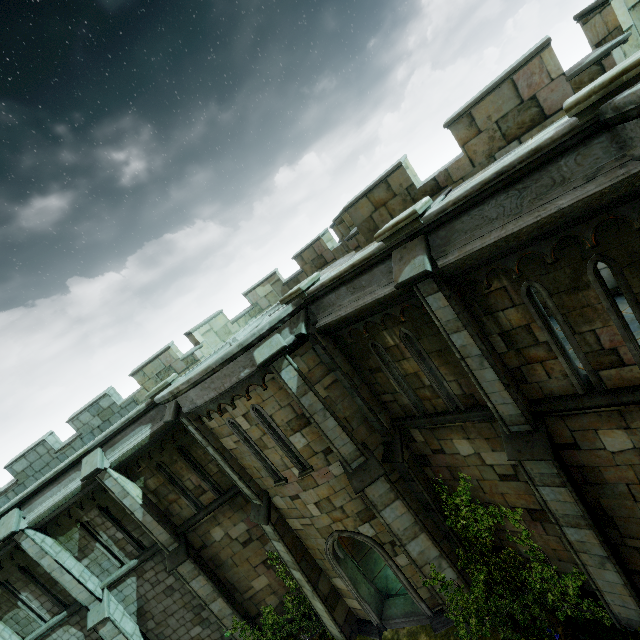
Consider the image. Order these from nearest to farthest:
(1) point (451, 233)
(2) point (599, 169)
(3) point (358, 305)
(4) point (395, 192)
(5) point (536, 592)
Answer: (2) point (599, 169), (1) point (451, 233), (3) point (358, 305), (5) point (536, 592), (4) point (395, 192)

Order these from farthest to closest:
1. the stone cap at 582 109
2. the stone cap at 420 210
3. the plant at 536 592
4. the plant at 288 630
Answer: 1. the plant at 288 630
2. the plant at 536 592
3. the stone cap at 420 210
4. the stone cap at 582 109

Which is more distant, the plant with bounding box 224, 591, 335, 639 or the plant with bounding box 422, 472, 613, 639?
the plant with bounding box 224, 591, 335, 639

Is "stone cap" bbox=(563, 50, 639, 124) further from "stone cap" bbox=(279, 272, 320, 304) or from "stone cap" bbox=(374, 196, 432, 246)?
"stone cap" bbox=(279, 272, 320, 304)

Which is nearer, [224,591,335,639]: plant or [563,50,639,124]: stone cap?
[563,50,639,124]: stone cap

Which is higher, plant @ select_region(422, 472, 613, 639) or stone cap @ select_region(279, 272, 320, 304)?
stone cap @ select_region(279, 272, 320, 304)

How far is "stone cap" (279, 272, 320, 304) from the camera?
8.1m

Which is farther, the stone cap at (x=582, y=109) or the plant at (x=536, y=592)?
the plant at (x=536, y=592)
